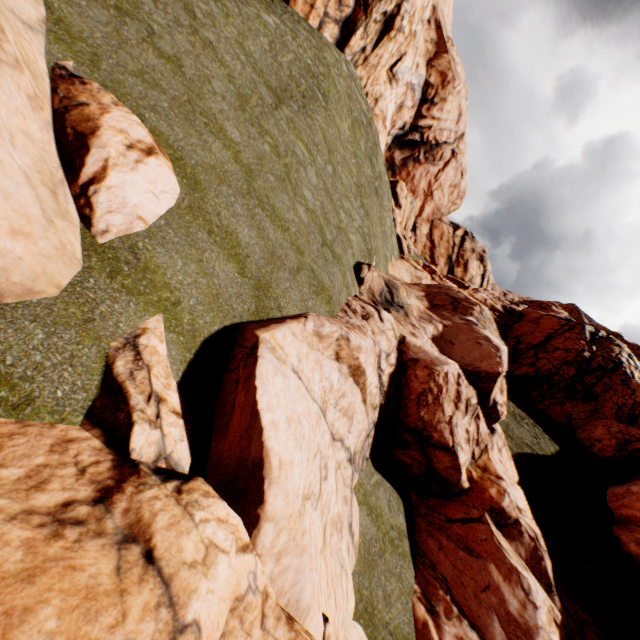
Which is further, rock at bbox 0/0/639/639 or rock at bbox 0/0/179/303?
rock at bbox 0/0/179/303

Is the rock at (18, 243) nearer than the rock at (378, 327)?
No

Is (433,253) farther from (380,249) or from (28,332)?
(28,332)
